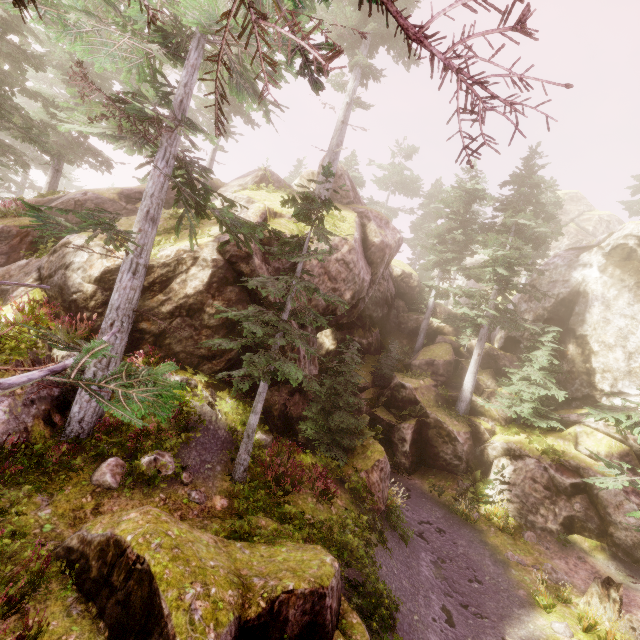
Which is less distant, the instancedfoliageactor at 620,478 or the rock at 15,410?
the rock at 15,410

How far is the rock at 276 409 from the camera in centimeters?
1230cm

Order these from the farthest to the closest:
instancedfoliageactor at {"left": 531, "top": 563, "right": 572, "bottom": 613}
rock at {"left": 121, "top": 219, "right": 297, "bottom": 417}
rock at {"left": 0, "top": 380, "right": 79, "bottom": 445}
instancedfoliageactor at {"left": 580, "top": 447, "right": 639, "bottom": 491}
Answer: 1. rock at {"left": 121, "top": 219, "right": 297, "bottom": 417}
2. instancedfoliageactor at {"left": 531, "top": 563, "right": 572, "bottom": 613}
3. instancedfoliageactor at {"left": 580, "top": 447, "right": 639, "bottom": 491}
4. rock at {"left": 0, "top": 380, "right": 79, "bottom": 445}

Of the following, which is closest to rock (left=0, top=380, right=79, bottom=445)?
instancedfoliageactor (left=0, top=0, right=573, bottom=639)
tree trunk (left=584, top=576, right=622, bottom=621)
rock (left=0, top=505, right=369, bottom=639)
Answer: instancedfoliageactor (left=0, top=0, right=573, bottom=639)

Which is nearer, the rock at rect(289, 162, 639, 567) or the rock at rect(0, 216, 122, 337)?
the rock at rect(0, 216, 122, 337)

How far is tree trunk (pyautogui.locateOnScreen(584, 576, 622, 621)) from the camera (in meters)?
10.90

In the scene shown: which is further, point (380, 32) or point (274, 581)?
point (380, 32)

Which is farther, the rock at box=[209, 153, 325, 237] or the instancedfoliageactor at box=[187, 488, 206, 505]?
the rock at box=[209, 153, 325, 237]
